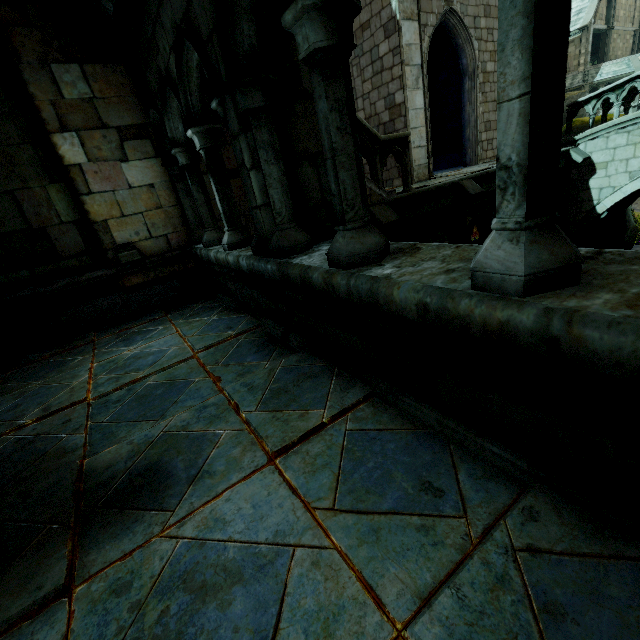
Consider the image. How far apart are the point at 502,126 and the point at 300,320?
2.1 meters

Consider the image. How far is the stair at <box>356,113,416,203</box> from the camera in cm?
685

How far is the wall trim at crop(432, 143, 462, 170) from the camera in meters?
15.1

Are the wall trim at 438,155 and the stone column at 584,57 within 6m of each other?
no

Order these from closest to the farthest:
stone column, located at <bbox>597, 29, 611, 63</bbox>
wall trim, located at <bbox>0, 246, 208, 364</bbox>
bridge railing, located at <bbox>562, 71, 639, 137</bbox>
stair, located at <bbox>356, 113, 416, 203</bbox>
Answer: wall trim, located at <bbox>0, 246, 208, 364</bbox> → stair, located at <bbox>356, 113, 416, 203</bbox> → bridge railing, located at <bbox>562, 71, 639, 137</bbox> → stone column, located at <bbox>597, 29, 611, 63</bbox>

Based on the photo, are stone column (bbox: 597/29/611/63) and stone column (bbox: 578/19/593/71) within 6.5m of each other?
yes

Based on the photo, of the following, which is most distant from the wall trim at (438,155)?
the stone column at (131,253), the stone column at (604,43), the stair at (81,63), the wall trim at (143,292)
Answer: the stone column at (604,43)

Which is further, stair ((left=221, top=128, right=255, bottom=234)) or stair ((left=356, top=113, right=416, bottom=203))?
stair ((left=356, top=113, right=416, bottom=203))
